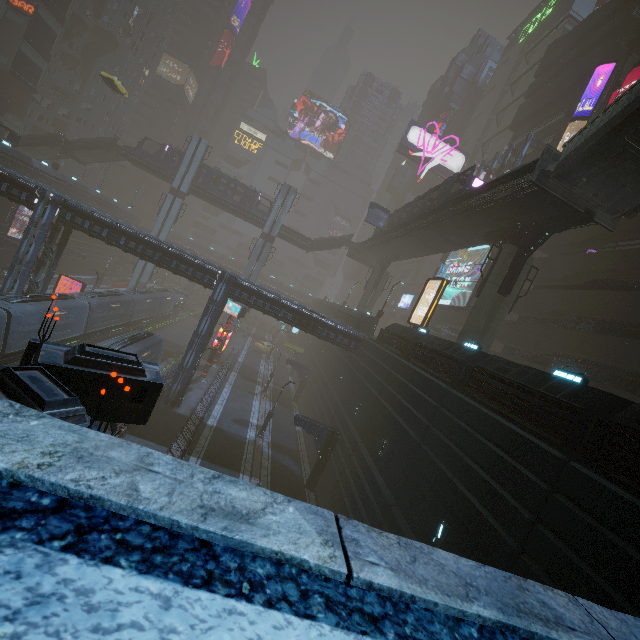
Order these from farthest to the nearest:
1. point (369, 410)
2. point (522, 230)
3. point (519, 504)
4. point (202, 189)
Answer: point (202, 189) → point (369, 410) → point (522, 230) → point (519, 504)

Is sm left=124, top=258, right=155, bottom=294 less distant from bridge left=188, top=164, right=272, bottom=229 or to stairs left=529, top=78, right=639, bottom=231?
bridge left=188, top=164, right=272, bottom=229

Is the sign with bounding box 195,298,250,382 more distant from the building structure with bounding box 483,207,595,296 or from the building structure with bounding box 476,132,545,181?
the building structure with bounding box 476,132,545,181

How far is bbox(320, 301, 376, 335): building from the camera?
34.2 meters

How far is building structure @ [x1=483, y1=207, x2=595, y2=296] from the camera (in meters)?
16.86

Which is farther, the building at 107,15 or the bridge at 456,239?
the building at 107,15

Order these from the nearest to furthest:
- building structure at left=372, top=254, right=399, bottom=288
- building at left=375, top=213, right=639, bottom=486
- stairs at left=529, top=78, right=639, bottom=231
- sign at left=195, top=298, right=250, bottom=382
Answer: building at left=375, top=213, right=639, bottom=486 < stairs at left=529, top=78, right=639, bottom=231 < sign at left=195, top=298, right=250, bottom=382 < building structure at left=372, top=254, right=399, bottom=288

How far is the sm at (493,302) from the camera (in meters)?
19.83
